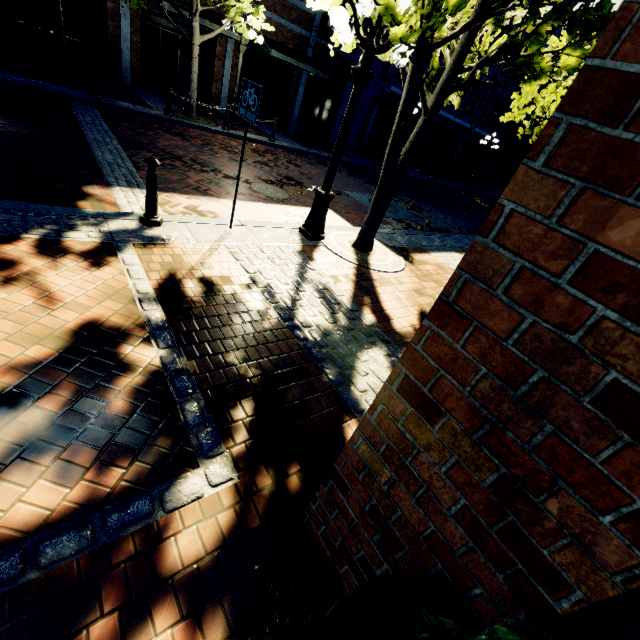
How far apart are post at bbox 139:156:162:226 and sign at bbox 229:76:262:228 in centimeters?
99cm

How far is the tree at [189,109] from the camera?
11.37m

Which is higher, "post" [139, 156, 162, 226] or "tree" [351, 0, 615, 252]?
"tree" [351, 0, 615, 252]

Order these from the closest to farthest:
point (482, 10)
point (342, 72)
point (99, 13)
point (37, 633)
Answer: point (37, 633), point (482, 10), point (99, 13), point (342, 72)

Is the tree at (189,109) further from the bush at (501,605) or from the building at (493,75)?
the bush at (501,605)

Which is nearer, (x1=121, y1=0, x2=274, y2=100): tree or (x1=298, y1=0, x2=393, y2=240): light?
(x1=298, y1=0, x2=393, y2=240): light

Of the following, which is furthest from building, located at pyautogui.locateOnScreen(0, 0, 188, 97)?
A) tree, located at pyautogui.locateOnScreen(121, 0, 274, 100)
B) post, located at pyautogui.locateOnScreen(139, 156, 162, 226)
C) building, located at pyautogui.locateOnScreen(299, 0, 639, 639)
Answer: building, located at pyautogui.locateOnScreen(299, 0, 639, 639)

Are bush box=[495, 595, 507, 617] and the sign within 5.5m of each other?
yes
